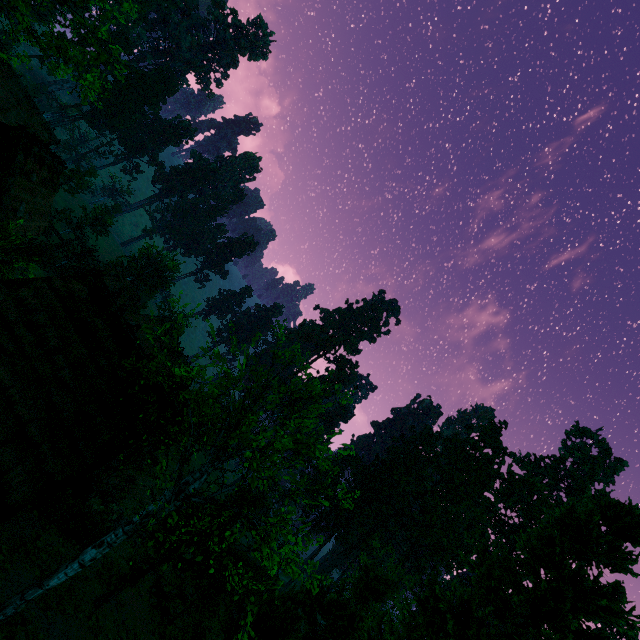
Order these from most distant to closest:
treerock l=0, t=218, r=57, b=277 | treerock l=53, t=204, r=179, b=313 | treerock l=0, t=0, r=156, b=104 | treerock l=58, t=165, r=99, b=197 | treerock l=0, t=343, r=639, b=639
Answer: treerock l=58, t=165, r=99, b=197, treerock l=53, t=204, r=179, b=313, treerock l=0, t=218, r=57, b=277, treerock l=0, t=0, r=156, b=104, treerock l=0, t=343, r=639, b=639

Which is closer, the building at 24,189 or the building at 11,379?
the building at 11,379

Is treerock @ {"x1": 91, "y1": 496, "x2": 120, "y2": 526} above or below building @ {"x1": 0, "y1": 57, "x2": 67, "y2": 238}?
below

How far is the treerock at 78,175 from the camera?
49.56m

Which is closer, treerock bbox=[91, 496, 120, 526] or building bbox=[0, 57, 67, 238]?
treerock bbox=[91, 496, 120, 526]

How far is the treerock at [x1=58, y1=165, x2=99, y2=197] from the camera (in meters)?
49.56

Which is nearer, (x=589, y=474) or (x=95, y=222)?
(x=589, y=474)
